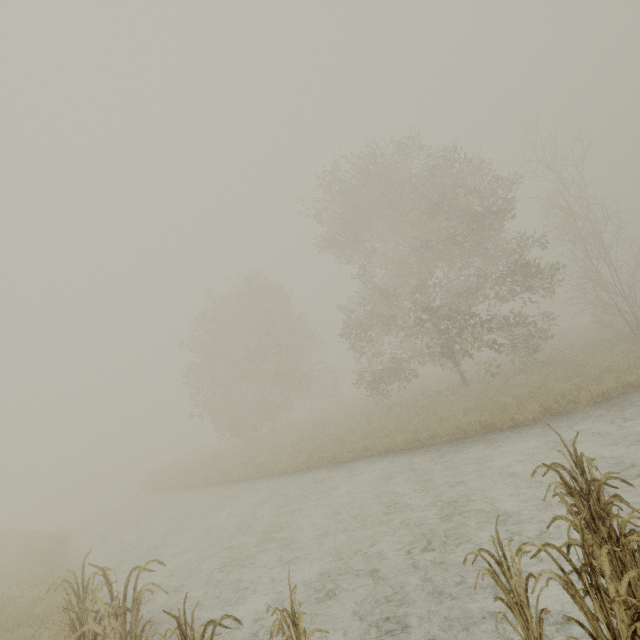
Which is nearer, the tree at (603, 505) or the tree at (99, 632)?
the tree at (603, 505)

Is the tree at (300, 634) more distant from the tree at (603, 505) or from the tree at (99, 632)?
the tree at (603, 505)

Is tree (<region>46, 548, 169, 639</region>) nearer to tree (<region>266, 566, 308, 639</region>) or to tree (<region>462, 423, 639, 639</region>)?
tree (<region>266, 566, 308, 639</region>)

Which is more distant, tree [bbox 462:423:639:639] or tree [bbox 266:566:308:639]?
tree [bbox 266:566:308:639]

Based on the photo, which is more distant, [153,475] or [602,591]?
[153,475]

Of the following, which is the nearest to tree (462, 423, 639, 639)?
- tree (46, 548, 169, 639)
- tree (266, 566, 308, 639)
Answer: tree (266, 566, 308, 639)
